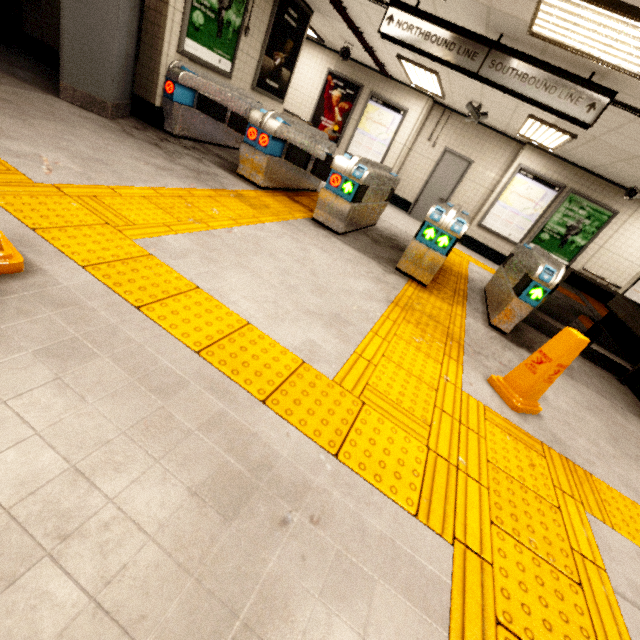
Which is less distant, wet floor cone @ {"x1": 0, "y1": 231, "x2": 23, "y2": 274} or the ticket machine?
wet floor cone @ {"x1": 0, "y1": 231, "x2": 23, "y2": 274}

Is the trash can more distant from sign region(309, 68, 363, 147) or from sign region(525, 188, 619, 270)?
sign region(525, 188, 619, 270)

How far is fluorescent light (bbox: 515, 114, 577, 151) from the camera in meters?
6.2

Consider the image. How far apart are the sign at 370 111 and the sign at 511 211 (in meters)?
3.39

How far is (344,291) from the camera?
3.3m

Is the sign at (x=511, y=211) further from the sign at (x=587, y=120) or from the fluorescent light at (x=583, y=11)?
the fluorescent light at (x=583, y=11)

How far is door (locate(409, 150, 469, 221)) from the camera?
9.5 meters

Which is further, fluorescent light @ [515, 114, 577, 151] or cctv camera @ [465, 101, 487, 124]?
cctv camera @ [465, 101, 487, 124]
